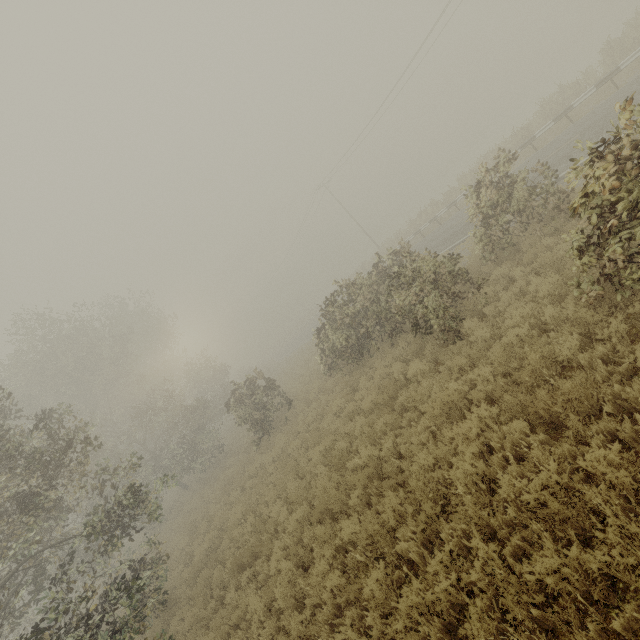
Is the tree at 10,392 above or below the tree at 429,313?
above

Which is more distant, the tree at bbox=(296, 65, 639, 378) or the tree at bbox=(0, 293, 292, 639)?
the tree at bbox=(0, 293, 292, 639)

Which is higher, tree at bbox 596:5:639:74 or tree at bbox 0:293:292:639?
tree at bbox 0:293:292:639

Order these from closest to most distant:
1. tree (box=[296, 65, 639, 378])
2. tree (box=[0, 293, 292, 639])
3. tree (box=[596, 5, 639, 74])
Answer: tree (box=[296, 65, 639, 378]) → tree (box=[0, 293, 292, 639]) → tree (box=[596, 5, 639, 74])

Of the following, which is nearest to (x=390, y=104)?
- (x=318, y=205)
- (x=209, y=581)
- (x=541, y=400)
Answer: (x=318, y=205)
